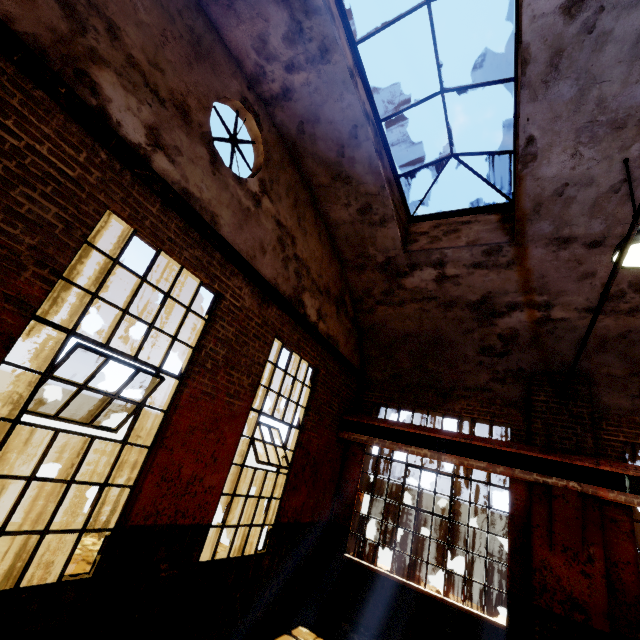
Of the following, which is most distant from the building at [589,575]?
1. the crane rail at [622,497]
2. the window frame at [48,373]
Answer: the window frame at [48,373]

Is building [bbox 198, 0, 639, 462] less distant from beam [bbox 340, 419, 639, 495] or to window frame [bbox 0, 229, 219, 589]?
beam [bbox 340, 419, 639, 495]

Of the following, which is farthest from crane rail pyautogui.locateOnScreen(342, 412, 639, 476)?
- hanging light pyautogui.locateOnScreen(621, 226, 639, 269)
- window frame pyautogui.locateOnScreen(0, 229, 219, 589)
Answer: window frame pyautogui.locateOnScreen(0, 229, 219, 589)

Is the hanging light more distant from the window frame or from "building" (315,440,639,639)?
the window frame

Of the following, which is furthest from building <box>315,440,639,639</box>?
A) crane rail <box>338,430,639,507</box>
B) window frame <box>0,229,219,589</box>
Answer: window frame <box>0,229,219,589</box>

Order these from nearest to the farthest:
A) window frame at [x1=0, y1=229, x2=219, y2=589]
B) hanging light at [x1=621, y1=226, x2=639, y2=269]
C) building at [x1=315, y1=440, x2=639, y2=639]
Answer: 1. window frame at [x1=0, y1=229, x2=219, y2=589]
2. hanging light at [x1=621, y1=226, x2=639, y2=269]
3. building at [x1=315, y1=440, x2=639, y2=639]

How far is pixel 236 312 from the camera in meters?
4.9 m

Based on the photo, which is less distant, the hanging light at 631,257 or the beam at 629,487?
the hanging light at 631,257
